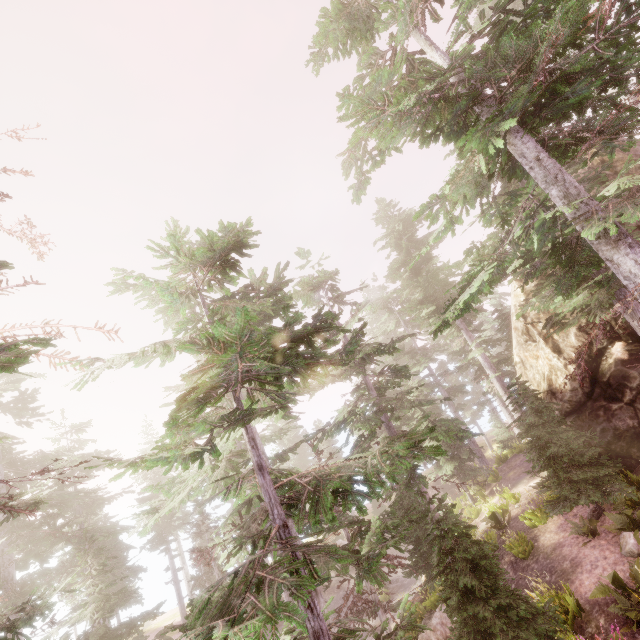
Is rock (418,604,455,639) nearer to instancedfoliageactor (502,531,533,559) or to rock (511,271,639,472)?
instancedfoliageactor (502,531,533,559)

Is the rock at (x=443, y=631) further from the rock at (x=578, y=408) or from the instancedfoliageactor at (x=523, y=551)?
the rock at (x=578, y=408)

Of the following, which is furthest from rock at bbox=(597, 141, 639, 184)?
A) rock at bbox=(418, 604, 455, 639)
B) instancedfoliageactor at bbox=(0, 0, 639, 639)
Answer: rock at bbox=(418, 604, 455, 639)

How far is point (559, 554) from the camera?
12.3 meters

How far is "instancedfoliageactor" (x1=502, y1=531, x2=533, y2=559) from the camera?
13.56m

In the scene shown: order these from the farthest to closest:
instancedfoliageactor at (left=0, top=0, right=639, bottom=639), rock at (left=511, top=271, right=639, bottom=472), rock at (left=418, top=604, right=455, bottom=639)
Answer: rock at (left=418, top=604, right=455, bottom=639) < rock at (left=511, top=271, right=639, bottom=472) < instancedfoliageactor at (left=0, top=0, right=639, bottom=639)

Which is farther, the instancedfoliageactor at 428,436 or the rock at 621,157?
the rock at 621,157
